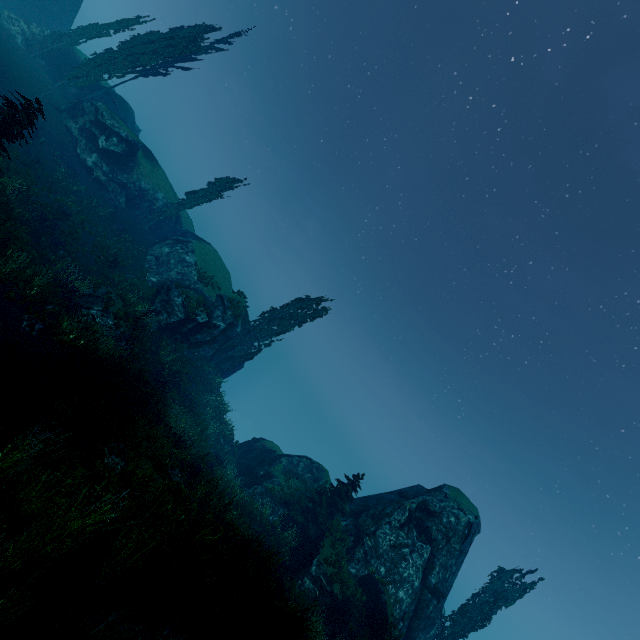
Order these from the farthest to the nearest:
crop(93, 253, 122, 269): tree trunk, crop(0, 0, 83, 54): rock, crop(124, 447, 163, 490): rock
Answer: crop(0, 0, 83, 54): rock, crop(93, 253, 122, 269): tree trunk, crop(124, 447, 163, 490): rock

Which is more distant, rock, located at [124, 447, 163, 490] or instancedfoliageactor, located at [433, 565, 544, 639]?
instancedfoliageactor, located at [433, 565, 544, 639]

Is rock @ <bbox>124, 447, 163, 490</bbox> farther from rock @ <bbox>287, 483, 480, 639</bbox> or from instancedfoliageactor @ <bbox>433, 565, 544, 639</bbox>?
rock @ <bbox>287, 483, 480, 639</bbox>

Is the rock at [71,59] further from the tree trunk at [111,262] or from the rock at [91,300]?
the rock at [91,300]

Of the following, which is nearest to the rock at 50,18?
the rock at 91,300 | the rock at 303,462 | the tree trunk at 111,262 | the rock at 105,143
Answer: the rock at 105,143

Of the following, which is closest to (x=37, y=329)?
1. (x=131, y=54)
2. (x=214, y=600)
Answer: (x=214, y=600)

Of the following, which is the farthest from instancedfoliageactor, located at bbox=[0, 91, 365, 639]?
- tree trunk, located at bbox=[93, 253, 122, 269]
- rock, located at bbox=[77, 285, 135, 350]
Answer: tree trunk, located at bbox=[93, 253, 122, 269]

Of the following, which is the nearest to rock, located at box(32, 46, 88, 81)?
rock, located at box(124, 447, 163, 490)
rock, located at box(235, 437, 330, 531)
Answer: rock, located at box(235, 437, 330, 531)
